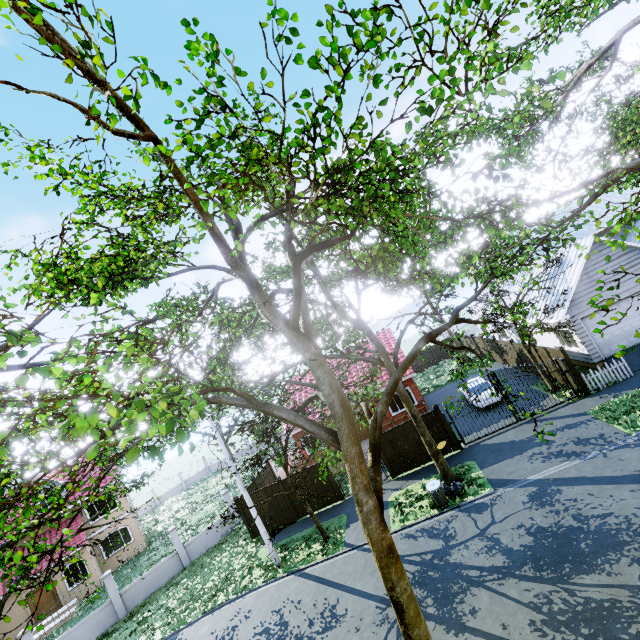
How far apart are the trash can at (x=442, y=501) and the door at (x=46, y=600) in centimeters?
2756cm

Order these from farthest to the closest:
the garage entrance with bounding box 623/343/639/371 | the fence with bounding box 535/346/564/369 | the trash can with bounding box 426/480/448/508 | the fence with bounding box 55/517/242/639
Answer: the fence with bounding box 55/517/242/639 → the fence with bounding box 535/346/564/369 → the garage entrance with bounding box 623/343/639/371 → the trash can with bounding box 426/480/448/508

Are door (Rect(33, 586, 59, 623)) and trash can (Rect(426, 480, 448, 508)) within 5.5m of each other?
no

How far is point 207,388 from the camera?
6.1 meters

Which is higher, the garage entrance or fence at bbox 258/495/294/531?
fence at bbox 258/495/294/531

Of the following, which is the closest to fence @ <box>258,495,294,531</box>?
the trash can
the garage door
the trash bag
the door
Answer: the garage door

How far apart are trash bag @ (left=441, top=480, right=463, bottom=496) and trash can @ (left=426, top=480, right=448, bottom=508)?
0.1 meters

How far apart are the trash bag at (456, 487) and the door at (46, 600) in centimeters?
2786cm
